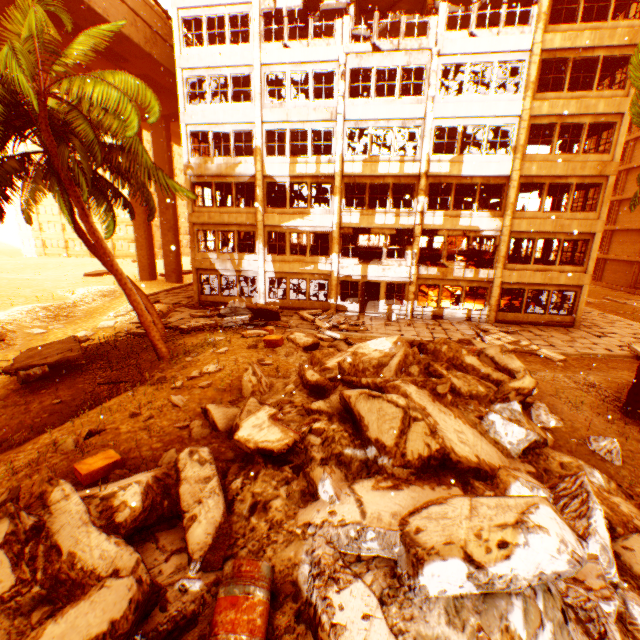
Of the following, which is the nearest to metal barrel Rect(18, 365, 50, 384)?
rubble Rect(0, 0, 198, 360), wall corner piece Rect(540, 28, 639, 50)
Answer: rubble Rect(0, 0, 198, 360)

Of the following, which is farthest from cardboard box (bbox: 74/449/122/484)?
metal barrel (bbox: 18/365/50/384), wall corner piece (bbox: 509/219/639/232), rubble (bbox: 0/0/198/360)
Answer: wall corner piece (bbox: 509/219/639/232)

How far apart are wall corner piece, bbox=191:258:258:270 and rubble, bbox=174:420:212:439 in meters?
16.3 m

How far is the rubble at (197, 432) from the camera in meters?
6.3

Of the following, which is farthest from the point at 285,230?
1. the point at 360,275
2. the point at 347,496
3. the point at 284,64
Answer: the point at 347,496

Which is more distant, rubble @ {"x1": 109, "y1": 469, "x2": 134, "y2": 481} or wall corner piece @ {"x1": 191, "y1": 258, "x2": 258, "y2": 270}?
wall corner piece @ {"x1": 191, "y1": 258, "x2": 258, "y2": 270}

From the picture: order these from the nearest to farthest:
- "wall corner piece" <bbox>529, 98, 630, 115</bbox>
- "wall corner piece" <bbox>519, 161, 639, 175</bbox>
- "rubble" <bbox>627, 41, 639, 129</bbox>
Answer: "rubble" <bbox>627, 41, 639, 129</bbox>, "wall corner piece" <bbox>529, 98, 630, 115</bbox>, "wall corner piece" <bbox>519, 161, 639, 175</bbox>

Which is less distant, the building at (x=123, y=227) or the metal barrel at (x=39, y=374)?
the metal barrel at (x=39, y=374)
